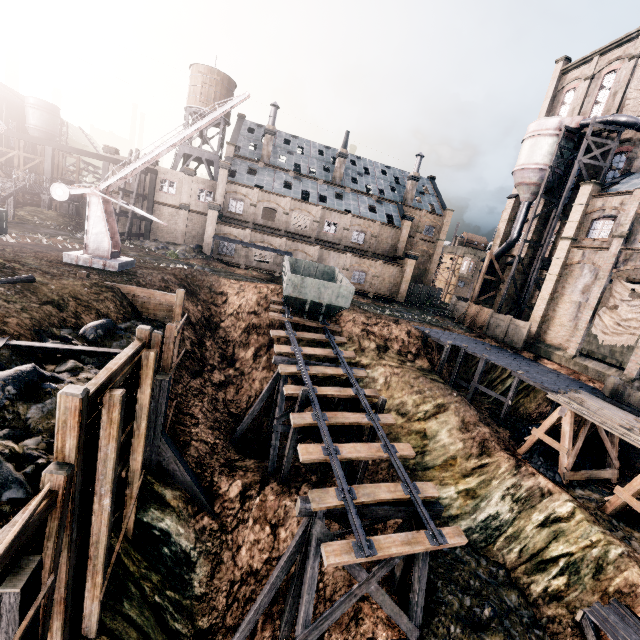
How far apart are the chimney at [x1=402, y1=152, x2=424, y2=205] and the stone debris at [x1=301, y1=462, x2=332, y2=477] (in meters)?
44.82

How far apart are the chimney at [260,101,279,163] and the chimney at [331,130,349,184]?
9.5m

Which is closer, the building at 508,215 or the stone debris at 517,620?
the stone debris at 517,620

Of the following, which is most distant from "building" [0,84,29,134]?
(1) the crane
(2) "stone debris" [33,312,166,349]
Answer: (2) "stone debris" [33,312,166,349]

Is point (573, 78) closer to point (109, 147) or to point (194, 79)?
point (194, 79)

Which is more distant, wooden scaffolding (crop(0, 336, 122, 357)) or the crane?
the crane

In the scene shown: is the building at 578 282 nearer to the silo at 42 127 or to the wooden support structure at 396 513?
the wooden support structure at 396 513

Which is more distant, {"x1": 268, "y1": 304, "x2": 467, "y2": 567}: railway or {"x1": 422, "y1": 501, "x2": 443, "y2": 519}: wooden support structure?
{"x1": 422, "y1": 501, "x2": 443, "y2": 519}: wooden support structure
